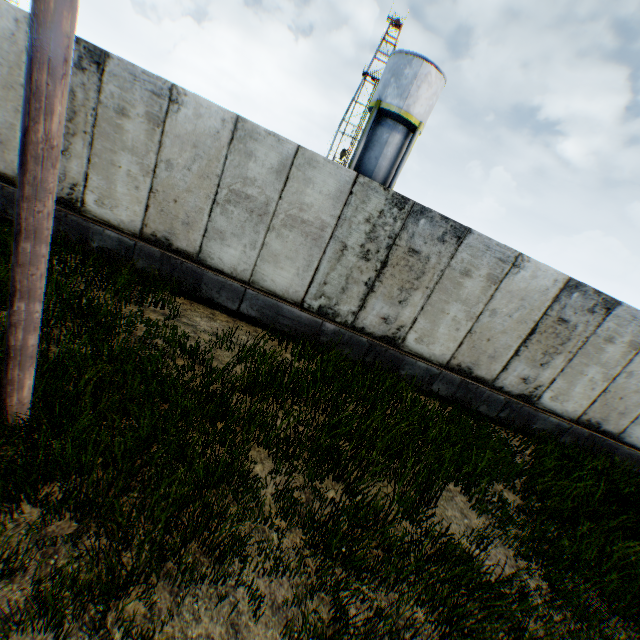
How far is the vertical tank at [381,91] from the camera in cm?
1989

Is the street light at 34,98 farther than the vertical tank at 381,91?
No

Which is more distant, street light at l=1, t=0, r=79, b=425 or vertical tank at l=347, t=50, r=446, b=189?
vertical tank at l=347, t=50, r=446, b=189

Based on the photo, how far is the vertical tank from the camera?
19.9 meters

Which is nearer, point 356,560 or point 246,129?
point 356,560

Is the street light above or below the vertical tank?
below
